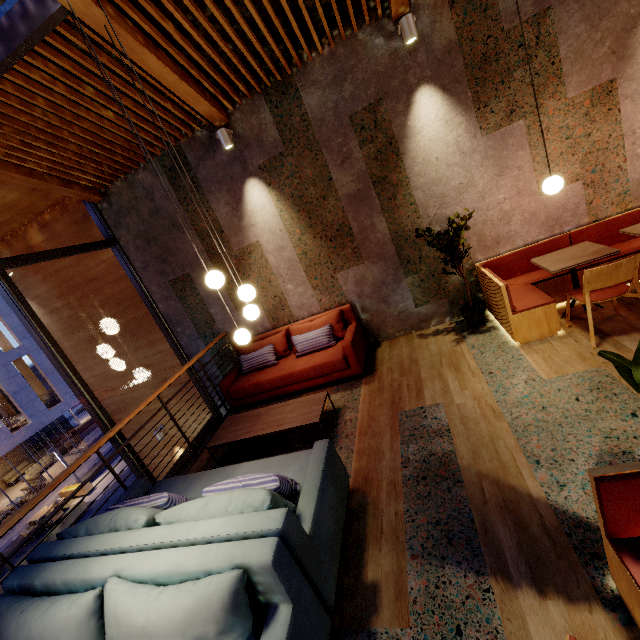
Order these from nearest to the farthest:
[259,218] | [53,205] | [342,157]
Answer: [342,157]
[259,218]
[53,205]

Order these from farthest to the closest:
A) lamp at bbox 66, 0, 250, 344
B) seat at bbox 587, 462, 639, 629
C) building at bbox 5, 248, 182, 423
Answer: → building at bbox 5, 248, 182, 423, lamp at bbox 66, 0, 250, 344, seat at bbox 587, 462, 639, 629

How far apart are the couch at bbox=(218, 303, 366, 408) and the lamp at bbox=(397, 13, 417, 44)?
3.45m

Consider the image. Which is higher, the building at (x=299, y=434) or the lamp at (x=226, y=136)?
the lamp at (x=226, y=136)

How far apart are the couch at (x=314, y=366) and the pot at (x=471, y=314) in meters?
1.6 m

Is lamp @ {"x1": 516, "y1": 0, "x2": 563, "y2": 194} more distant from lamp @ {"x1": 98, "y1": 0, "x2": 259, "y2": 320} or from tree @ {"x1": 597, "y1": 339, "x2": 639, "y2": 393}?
lamp @ {"x1": 98, "y1": 0, "x2": 259, "y2": 320}

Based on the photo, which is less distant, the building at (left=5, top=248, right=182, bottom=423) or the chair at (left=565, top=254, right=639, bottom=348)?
the chair at (left=565, top=254, right=639, bottom=348)

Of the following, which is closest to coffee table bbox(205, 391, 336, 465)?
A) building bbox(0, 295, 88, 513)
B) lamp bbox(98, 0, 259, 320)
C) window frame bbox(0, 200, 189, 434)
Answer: lamp bbox(98, 0, 259, 320)
